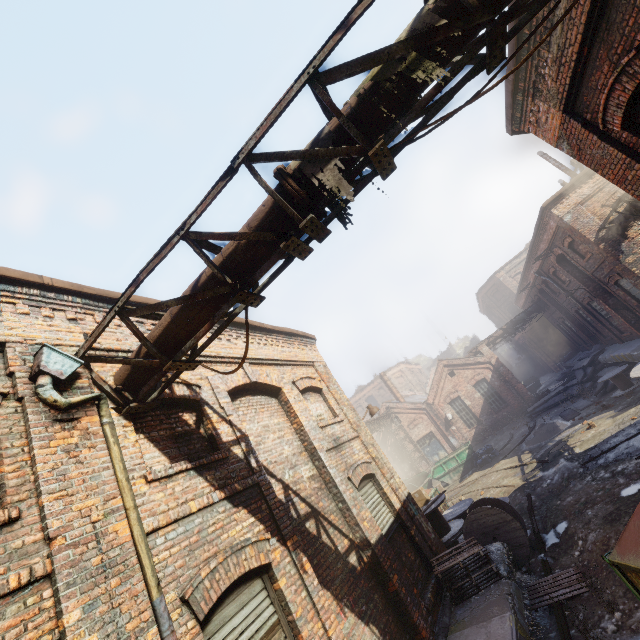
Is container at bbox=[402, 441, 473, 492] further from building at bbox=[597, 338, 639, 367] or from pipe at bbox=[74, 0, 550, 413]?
pipe at bbox=[74, 0, 550, 413]

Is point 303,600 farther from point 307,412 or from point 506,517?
point 506,517

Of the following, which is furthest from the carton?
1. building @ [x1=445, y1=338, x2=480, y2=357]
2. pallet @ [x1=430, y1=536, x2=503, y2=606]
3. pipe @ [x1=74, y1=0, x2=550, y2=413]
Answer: building @ [x1=445, y1=338, x2=480, y2=357]

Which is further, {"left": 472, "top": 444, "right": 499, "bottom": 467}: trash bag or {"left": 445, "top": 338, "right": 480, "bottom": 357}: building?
{"left": 445, "top": 338, "right": 480, "bottom": 357}: building

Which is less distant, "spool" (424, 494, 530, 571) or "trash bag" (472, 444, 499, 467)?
"spool" (424, 494, 530, 571)

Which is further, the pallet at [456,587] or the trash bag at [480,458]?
the trash bag at [480,458]

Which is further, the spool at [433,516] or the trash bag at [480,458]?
the trash bag at [480,458]

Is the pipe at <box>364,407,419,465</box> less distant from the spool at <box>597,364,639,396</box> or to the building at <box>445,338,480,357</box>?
the spool at <box>597,364,639,396</box>
